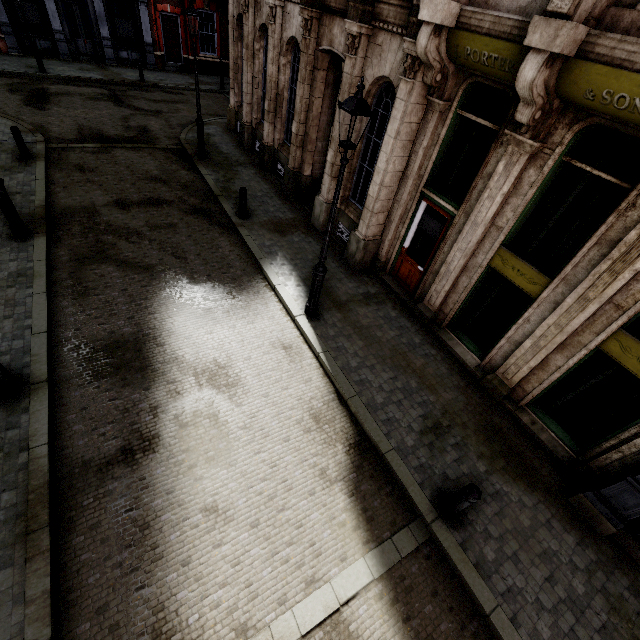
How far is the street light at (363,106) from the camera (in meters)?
4.90

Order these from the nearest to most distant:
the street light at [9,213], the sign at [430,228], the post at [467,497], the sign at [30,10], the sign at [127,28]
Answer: the post at [467,497]
the street light at [9,213]
the sign at [430,228]
the sign at [30,10]
the sign at [127,28]

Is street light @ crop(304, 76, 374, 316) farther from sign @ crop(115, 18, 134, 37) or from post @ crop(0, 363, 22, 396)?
sign @ crop(115, 18, 134, 37)

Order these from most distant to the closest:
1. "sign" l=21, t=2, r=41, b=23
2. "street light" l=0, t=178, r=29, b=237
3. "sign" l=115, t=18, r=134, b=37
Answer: "sign" l=115, t=18, r=134, b=37
"sign" l=21, t=2, r=41, b=23
"street light" l=0, t=178, r=29, b=237

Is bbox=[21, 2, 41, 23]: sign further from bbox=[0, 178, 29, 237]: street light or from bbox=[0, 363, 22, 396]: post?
bbox=[0, 363, 22, 396]: post

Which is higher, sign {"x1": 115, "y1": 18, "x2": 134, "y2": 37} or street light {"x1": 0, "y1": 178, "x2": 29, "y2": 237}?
sign {"x1": 115, "y1": 18, "x2": 134, "y2": 37}

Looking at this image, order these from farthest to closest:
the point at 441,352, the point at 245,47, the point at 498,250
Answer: the point at 245,47
the point at 441,352
the point at 498,250

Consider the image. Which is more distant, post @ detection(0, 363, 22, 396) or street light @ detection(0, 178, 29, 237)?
street light @ detection(0, 178, 29, 237)
